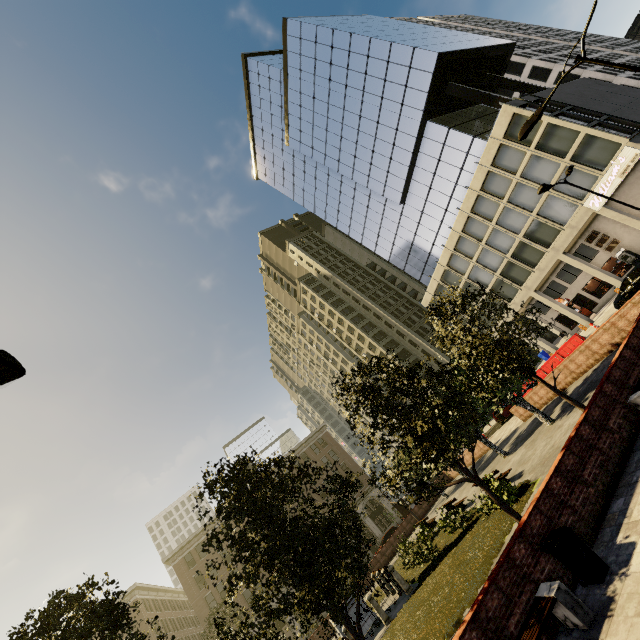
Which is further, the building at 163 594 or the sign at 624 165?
the building at 163 594

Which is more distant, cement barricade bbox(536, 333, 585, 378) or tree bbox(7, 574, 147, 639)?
cement barricade bbox(536, 333, 585, 378)

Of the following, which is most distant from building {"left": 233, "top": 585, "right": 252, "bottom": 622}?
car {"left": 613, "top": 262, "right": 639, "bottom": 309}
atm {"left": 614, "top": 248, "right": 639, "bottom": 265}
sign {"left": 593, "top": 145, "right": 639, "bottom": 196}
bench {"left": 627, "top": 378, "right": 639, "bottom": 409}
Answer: bench {"left": 627, "top": 378, "right": 639, "bottom": 409}

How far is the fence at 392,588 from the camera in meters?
16.2 m

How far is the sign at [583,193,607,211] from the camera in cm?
2655

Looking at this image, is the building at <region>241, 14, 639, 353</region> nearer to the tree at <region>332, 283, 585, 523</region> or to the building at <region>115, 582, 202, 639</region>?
the tree at <region>332, 283, 585, 523</region>

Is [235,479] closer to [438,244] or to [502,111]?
[502,111]

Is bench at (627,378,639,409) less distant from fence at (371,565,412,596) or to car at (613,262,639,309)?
fence at (371,565,412,596)
